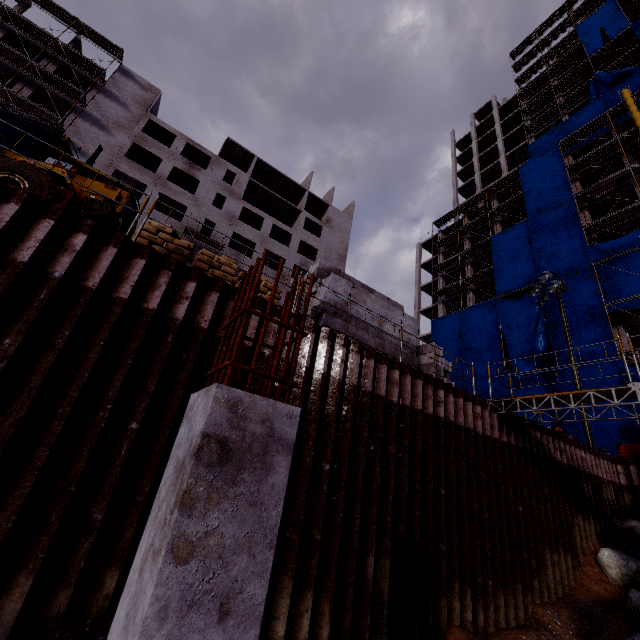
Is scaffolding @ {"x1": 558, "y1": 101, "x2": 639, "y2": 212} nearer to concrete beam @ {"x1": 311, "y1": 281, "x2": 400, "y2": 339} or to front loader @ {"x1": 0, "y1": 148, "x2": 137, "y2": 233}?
concrete beam @ {"x1": 311, "y1": 281, "x2": 400, "y2": 339}

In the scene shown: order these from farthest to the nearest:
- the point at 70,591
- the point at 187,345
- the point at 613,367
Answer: the point at 613,367 < the point at 187,345 < the point at 70,591

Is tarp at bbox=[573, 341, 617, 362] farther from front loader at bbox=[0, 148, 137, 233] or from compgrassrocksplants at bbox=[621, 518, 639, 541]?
front loader at bbox=[0, 148, 137, 233]

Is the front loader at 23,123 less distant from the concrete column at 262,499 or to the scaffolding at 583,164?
the concrete column at 262,499

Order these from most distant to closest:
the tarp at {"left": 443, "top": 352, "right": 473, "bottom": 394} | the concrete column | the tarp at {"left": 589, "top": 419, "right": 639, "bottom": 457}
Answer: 1. the tarp at {"left": 443, "top": 352, "right": 473, "bottom": 394}
2. the tarp at {"left": 589, "top": 419, "right": 639, "bottom": 457}
3. the concrete column

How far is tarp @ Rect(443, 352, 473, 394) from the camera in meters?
31.4 m

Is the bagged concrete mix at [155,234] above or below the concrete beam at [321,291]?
below

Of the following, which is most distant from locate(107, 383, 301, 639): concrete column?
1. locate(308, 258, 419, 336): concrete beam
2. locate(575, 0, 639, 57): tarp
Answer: locate(575, 0, 639, 57): tarp
